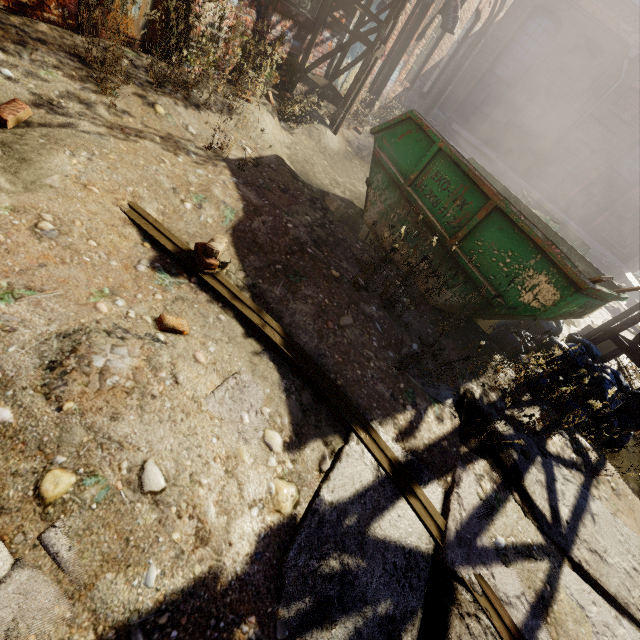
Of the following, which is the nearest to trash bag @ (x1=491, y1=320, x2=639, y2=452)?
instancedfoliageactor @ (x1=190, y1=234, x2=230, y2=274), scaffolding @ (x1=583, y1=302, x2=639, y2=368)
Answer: scaffolding @ (x1=583, y1=302, x2=639, y2=368)

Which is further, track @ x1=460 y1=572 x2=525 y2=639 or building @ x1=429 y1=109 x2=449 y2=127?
building @ x1=429 y1=109 x2=449 y2=127

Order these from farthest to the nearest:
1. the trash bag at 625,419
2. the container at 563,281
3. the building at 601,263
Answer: the building at 601,263, the trash bag at 625,419, the container at 563,281

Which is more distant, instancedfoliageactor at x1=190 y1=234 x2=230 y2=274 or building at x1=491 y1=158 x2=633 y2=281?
building at x1=491 y1=158 x2=633 y2=281

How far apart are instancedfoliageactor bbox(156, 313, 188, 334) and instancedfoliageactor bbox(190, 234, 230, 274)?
0.5m

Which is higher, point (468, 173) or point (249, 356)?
point (468, 173)

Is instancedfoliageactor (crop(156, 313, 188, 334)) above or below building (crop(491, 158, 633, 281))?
below

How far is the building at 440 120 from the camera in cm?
1848
